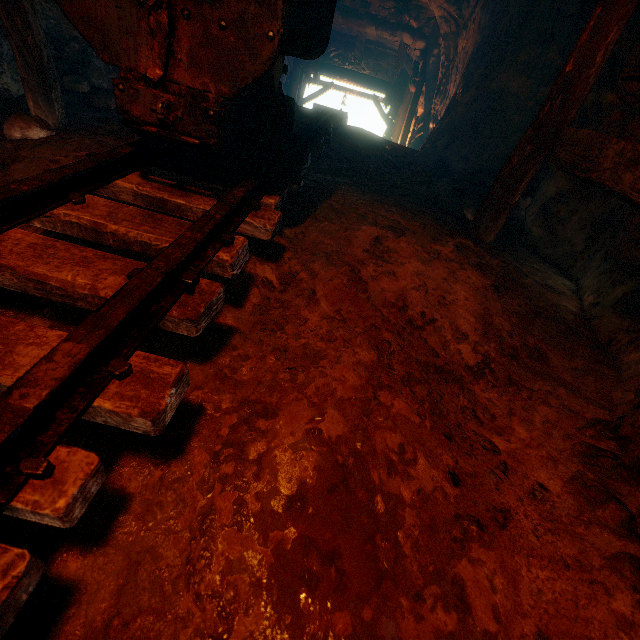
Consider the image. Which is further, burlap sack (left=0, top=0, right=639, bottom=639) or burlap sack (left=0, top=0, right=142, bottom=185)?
burlap sack (left=0, top=0, right=142, bottom=185)

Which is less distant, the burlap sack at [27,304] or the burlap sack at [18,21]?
the burlap sack at [27,304]

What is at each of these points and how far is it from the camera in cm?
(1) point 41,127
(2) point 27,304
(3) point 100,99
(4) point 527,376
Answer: (1) instancedfoliageactor, 249
(2) burlap sack, 126
(3) instancedfoliageactor, 379
(4) burlap sack, 170

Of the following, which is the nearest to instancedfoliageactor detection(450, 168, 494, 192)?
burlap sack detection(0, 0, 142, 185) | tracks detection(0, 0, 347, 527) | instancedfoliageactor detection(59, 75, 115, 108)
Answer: burlap sack detection(0, 0, 142, 185)

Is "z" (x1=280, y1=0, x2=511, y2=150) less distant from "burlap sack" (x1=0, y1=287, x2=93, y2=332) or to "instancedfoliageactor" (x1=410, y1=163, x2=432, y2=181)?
"burlap sack" (x1=0, y1=287, x2=93, y2=332)

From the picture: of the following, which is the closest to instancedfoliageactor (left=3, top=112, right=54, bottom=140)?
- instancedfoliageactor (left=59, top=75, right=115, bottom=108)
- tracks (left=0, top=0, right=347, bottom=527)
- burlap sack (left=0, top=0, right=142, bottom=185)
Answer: burlap sack (left=0, top=0, right=142, bottom=185)

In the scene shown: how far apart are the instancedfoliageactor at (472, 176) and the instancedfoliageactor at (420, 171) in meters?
0.5 m

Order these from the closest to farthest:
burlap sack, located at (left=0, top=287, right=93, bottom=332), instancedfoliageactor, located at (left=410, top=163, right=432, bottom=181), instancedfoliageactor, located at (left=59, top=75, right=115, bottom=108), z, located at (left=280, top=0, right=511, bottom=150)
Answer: burlap sack, located at (left=0, top=287, right=93, bottom=332)
instancedfoliageactor, located at (left=59, top=75, right=115, bottom=108)
instancedfoliageactor, located at (left=410, top=163, right=432, bottom=181)
z, located at (left=280, top=0, right=511, bottom=150)
